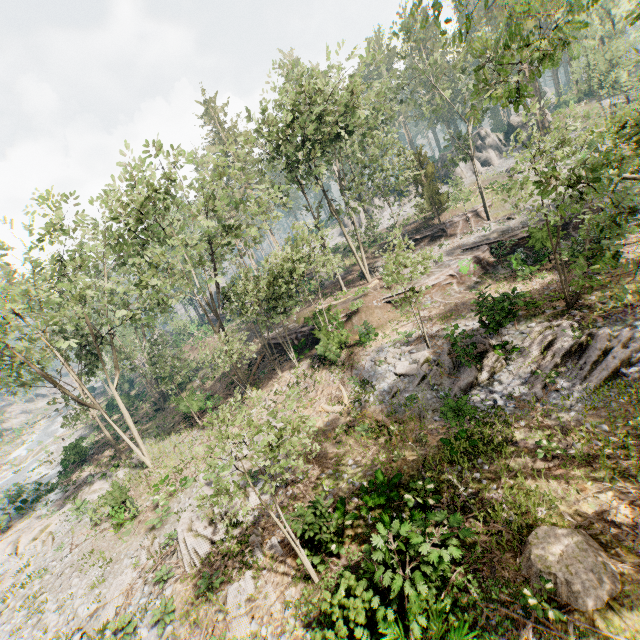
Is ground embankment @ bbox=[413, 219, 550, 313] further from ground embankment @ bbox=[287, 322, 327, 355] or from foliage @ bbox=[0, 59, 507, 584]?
ground embankment @ bbox=[287, 322, 327, 355]

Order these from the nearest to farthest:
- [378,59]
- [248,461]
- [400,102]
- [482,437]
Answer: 1. [482,437]
2. [248,461]
3. [378,59]
4. [400,102]

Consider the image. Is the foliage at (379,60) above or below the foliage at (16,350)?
above

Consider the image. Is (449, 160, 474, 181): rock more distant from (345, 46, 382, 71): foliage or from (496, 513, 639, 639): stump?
(496, 513, 639, 639): stump

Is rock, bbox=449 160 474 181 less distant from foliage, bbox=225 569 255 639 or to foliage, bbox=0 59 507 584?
foliage, bbox=0 59 507 584

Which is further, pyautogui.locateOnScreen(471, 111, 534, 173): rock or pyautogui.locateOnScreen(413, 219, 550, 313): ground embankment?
pyautogui.locateOnScreen(471, 111, 534, 173): rock

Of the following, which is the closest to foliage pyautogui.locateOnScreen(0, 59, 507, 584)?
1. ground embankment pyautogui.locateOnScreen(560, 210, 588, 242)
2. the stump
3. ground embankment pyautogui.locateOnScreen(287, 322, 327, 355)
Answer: ground embankment pyautogui.locateOnScreen(560, 210, 588, 242)

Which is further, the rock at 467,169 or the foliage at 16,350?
the rock at 467,169
